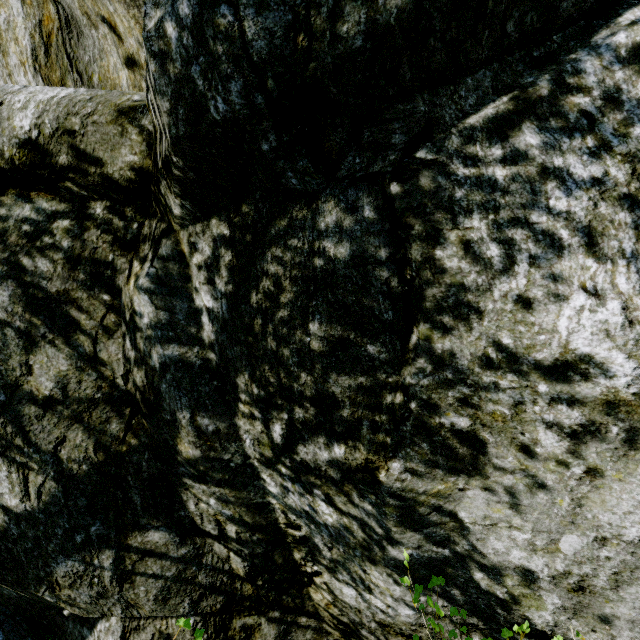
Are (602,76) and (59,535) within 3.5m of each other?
no
